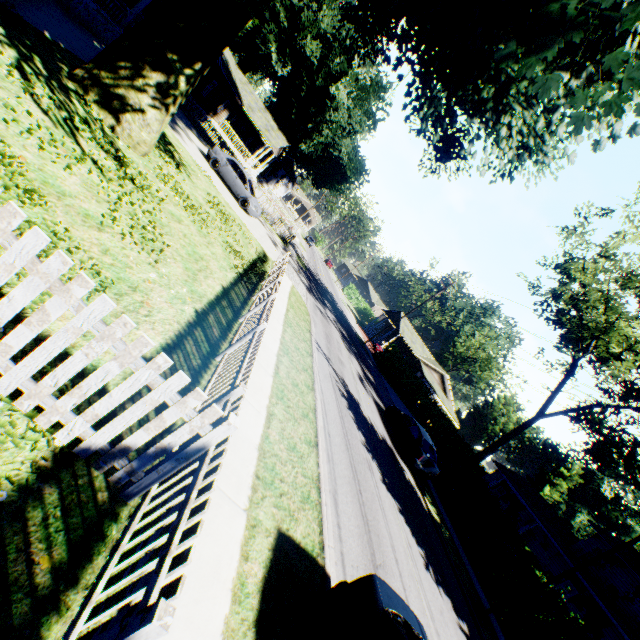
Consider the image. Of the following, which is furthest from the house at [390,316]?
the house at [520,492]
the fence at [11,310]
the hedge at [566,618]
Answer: the fence at [11,310]

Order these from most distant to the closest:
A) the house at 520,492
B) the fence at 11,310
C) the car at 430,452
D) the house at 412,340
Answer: the house at 412,340
the house at 520,492
the car at 430,452
the fence at 11,310

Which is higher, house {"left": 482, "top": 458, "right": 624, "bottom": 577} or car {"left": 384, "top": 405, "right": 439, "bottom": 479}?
house {"left": 482, "top": 458, "right": 624, "bottom": 577}

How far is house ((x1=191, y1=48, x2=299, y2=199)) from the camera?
28.2m

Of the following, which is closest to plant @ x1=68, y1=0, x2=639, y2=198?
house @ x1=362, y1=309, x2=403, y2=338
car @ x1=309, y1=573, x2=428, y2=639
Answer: car @ x1=309, y1=573, x2=428, y2=639

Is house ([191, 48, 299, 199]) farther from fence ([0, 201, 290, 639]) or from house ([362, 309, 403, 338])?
house ([362, 309, 403, 338])

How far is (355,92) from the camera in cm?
3831

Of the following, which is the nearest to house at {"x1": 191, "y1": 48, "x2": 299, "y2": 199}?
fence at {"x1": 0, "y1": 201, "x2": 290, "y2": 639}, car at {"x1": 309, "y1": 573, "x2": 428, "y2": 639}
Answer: fence at {"x1": 0, "y1": 201, "x2": 290, "y2": 639}
